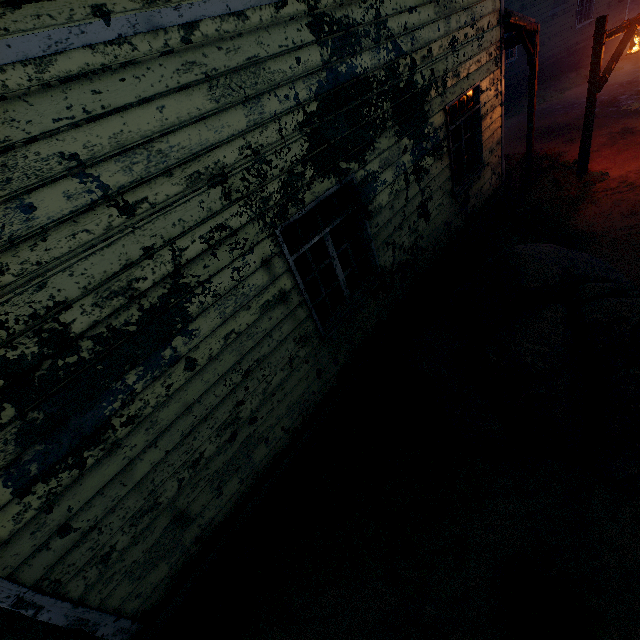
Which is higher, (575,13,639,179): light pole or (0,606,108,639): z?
(575,13,639,179): light pole

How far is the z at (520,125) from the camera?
→ 11.97m

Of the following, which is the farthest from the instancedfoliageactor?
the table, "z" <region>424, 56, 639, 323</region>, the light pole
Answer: the light pole

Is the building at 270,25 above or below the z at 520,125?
above

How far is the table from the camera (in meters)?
5.42

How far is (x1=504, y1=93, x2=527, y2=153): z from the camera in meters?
12.0

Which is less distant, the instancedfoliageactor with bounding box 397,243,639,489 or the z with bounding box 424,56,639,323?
the instancedfoliageactor with bounding box 397,243,639,489

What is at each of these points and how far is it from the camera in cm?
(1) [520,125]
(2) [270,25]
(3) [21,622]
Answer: (1) z, 1370
(2) building, 279
(3) z, 440
